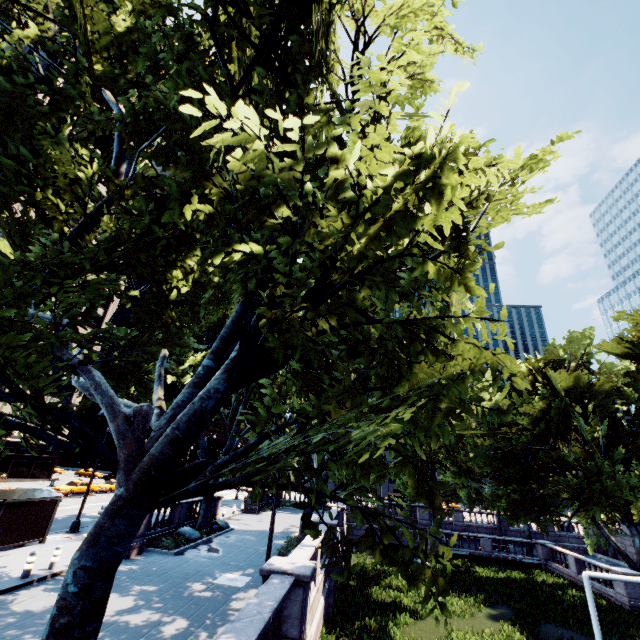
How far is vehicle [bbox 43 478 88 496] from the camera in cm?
3412

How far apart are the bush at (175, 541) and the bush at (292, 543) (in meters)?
5.72

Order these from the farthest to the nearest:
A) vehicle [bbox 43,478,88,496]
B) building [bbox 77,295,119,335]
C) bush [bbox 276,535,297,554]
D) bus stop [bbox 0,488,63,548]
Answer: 1. building [bbox 77,295,119,335]
2. vehicle [bbox 43,478,88,496]
3. bush [bbox 276,535,297,554]
4. bus stop [bbox 0,488,63,548]

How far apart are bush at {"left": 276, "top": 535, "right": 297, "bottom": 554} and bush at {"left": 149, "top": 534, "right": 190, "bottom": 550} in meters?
5.7

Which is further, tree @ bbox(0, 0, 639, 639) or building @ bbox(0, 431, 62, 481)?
building @ bbox(0, 431, 62, 481)

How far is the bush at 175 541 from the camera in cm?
1809

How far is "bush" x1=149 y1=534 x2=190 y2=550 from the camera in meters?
18.1 m

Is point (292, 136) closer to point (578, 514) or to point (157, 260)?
point (157, 260)
